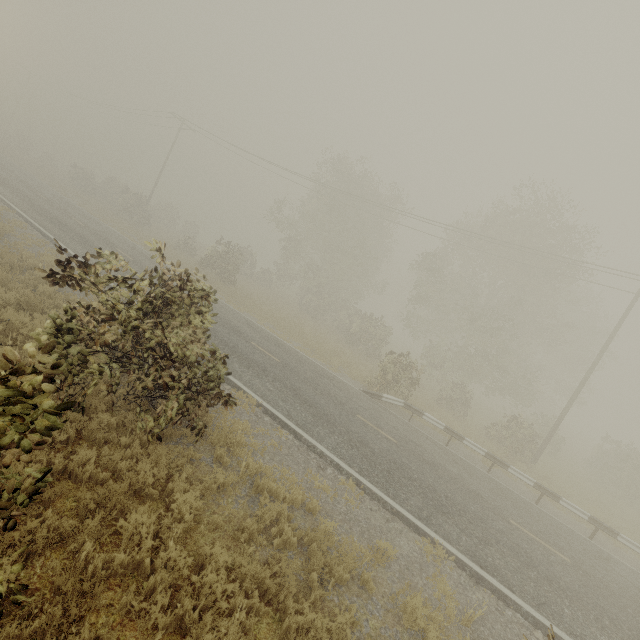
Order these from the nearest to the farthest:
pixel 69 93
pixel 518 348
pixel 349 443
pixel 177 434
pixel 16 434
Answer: pixel 16 434 < pixel 177 434 < pixel 349 443 < pixel 518 348 < pixel 69 93

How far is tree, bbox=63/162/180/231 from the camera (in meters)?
33.22

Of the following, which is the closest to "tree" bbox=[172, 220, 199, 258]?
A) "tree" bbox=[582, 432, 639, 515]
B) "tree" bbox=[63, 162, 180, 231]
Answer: "tree" bbox=[63, 162, 180, 231]

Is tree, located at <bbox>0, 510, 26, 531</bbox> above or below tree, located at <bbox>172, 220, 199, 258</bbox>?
below

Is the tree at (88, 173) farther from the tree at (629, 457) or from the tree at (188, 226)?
the tree at (629, 457)

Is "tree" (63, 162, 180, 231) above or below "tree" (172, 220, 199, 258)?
below

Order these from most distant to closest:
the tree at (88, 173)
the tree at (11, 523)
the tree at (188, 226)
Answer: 1. the tree at (88, 173)
2. the tree at (188, 226)
3. the tree at (11, 523)
